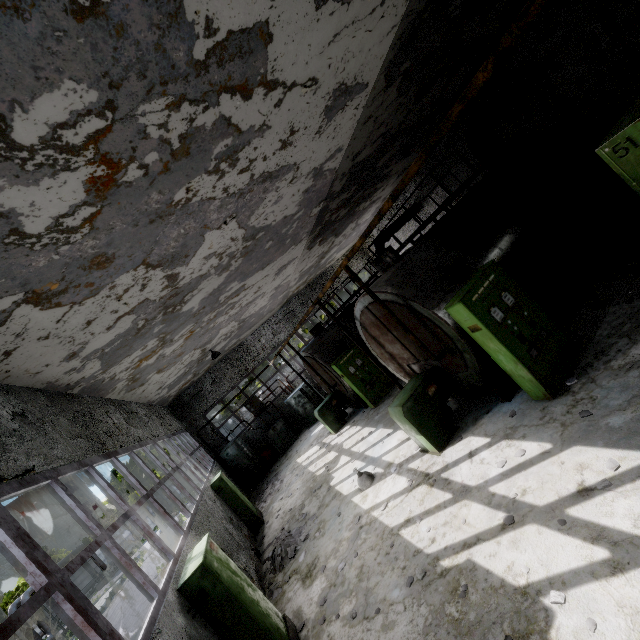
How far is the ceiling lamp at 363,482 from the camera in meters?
8.4

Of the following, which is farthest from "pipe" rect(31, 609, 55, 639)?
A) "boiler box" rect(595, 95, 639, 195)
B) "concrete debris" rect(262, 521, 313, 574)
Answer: "boiler box" rect(595, 95, 639, 195)

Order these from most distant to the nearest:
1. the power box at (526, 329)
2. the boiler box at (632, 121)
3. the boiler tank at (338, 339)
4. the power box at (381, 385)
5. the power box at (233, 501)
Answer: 1. the boiler tank at (338, 339)
2. the power box at (381, 385)
3. the power box at (233, 501)
4. the power box at (526, 329)
5. the boiler box at (632, 121)

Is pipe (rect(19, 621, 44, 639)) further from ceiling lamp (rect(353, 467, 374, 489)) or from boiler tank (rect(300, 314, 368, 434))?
ceiling lamp (rect(353, 467, 374, 489))

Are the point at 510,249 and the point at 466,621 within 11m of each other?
yes

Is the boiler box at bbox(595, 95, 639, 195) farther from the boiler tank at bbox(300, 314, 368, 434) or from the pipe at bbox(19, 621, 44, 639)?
the pipe at bbox(19, 621, 44, 639)

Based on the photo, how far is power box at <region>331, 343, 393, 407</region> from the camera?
13.05m

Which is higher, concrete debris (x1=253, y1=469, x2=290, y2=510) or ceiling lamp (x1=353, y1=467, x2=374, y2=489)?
ceiling lamp (x1=353, y1=467, x2=374, y2=489)
